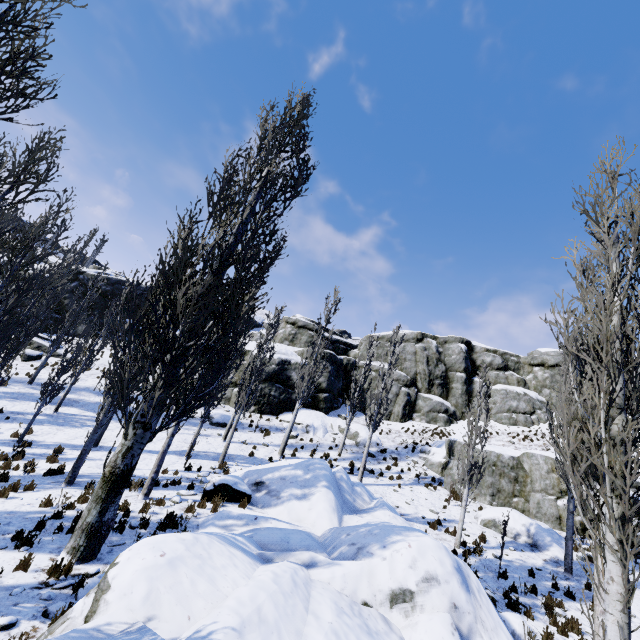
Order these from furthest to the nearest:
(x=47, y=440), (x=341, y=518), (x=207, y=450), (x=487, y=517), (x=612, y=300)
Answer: (x=207, y=450) < (x=47, y=440) < (x=487, y=517) < (x=341, y=518) < (x=612, y=300)

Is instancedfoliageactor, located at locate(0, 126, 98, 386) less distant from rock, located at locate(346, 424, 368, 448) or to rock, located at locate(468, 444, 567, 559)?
rock, located at locate(468, 444, 567, 559)

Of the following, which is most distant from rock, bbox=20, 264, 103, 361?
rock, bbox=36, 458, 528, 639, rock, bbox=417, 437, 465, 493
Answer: rock, bbox=36, 458, 528, 639

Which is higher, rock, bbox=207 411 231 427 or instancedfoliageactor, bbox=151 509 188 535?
rock, bbox=207 411 231 427

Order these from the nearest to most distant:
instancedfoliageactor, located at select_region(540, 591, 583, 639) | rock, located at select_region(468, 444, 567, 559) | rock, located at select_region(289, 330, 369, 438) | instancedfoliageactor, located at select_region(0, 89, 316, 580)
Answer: instancedfoliageactor, located at select_region(0, 89, 316, 580), instancedfoliageactor, located at select_region(540, 591, 583, 639), rock, located at select_region(468, 444, 567, 559), rock, located at select_region(289, 330, 369, 438)

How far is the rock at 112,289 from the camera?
35.7m

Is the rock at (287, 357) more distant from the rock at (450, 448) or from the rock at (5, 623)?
the rock at (5, 623)

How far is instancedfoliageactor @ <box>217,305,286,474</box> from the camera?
17.58m
